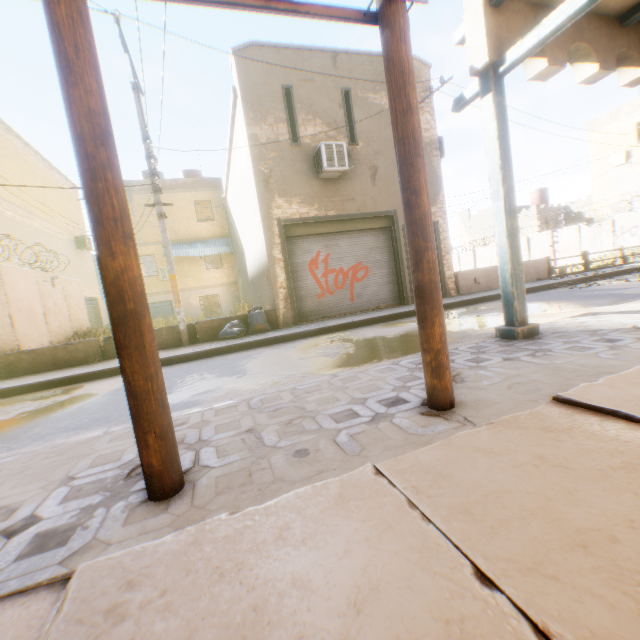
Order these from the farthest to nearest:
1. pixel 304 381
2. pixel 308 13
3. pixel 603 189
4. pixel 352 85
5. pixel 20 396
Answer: pixel 603 189 < pixel 352 85 < pixel 20 396 < pixel 304 381 < pixel 308 13

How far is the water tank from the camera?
33.47m

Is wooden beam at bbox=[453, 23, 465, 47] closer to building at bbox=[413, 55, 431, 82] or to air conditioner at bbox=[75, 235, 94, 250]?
building at bbox=[413, 55, 431, 82]

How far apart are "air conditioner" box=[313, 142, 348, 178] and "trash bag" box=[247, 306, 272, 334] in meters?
2.2

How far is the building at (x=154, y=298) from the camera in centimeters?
2016cm

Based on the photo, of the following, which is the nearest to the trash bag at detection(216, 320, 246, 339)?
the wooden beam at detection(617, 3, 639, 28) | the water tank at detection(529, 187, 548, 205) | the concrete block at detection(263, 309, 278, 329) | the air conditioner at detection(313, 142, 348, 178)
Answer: the concrete block at detection(263, 309, 278, 329)

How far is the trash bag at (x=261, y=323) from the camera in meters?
9.5 m

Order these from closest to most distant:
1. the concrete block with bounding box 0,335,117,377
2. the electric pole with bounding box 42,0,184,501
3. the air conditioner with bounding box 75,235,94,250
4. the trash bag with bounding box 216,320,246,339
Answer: the electric pole with bounding box 42,0,184,501 < the concrete block with bounding box 0,335,117,377 < the trash bag with bounding box 216,320,246,339 < the air conditioner with bounding box 75,235,94,250
